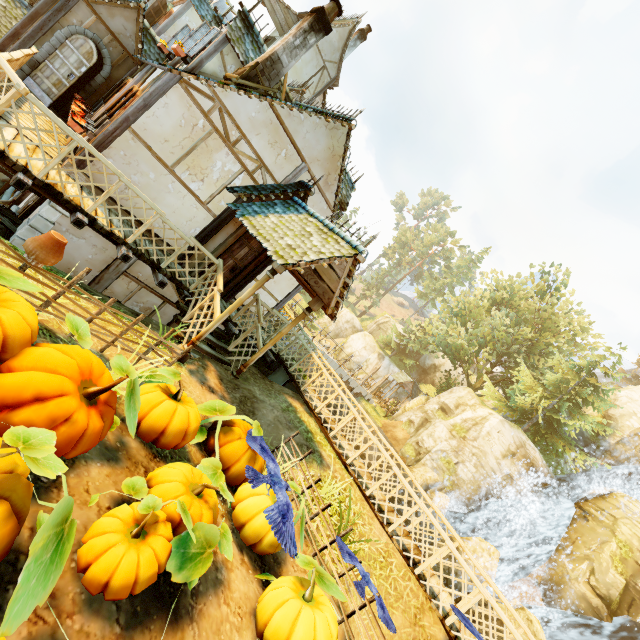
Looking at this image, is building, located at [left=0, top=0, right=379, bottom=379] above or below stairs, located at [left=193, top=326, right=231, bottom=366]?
above

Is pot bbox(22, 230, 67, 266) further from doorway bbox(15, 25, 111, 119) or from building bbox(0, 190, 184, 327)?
doorway bbox(15, 25, 111, 119)

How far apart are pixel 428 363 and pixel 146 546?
49.2m

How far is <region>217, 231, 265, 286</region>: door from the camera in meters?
9.2 m

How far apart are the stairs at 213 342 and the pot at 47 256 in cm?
367

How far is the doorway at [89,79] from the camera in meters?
9.1 m

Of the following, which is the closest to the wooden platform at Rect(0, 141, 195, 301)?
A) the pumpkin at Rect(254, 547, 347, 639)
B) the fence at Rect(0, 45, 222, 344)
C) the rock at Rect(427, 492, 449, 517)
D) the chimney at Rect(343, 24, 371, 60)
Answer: the fence at Rect(0, 45, 222, 344)

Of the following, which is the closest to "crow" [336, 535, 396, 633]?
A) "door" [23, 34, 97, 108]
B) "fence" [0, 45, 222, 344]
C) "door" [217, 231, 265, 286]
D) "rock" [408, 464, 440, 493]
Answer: "fence" [0, 45, 222, 344]
